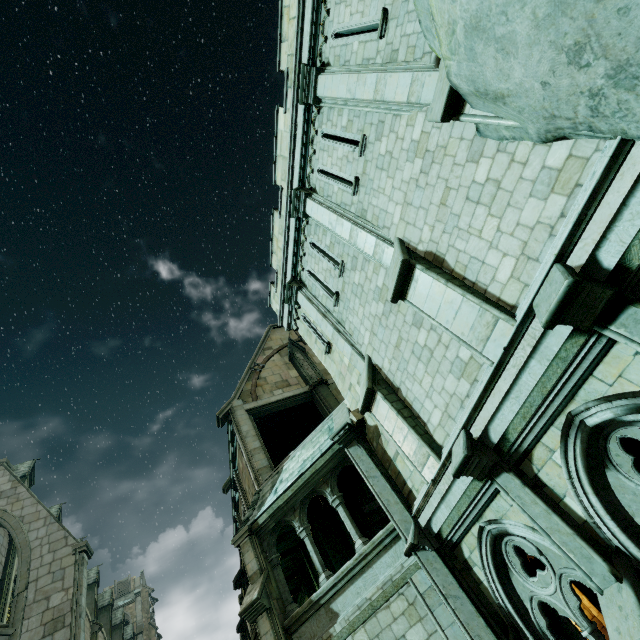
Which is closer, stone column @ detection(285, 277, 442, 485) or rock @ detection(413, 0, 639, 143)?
rock @ detection(413, 0, 639, 143)

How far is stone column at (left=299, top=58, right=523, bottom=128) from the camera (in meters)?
4.75

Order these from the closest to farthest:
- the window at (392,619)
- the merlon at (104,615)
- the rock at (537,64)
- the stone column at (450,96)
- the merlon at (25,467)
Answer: the rock at (537,64) < the stone column at (450,96) < the window at (392,619) < the merlon at (25,467) < the merlon at (104,615)

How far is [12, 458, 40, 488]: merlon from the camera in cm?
2130

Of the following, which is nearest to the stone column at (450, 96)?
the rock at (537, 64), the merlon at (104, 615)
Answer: the rock at (537, 64)

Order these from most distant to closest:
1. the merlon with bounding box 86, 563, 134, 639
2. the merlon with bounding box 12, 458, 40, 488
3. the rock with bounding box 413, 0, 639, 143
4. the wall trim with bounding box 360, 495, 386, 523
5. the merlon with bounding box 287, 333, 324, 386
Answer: the merlon with bounding box 86, 563, 134, 639, the merlon with bounding box 12, 458, 40, 488, the wall trim with bounding box 360, 495, 386, 523, the merlon with bounding box 287, 333, 324, 386, the rock with bounding box 413, 0, 639, 143

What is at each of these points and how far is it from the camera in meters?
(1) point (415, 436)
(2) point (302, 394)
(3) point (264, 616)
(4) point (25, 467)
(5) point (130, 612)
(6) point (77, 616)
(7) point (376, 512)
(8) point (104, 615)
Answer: (1) stone column, 7.0 m
(2) stone beam, 16.2 m
(3) stone column, 8.3 m
(4) merlon, 22.0 m
(5) building, 45.3 m
(6) building, 12.0 m
(7) wall trim, 19.2 m
(8) merlon, 33.5 m

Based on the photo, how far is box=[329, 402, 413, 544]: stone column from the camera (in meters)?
7.65
